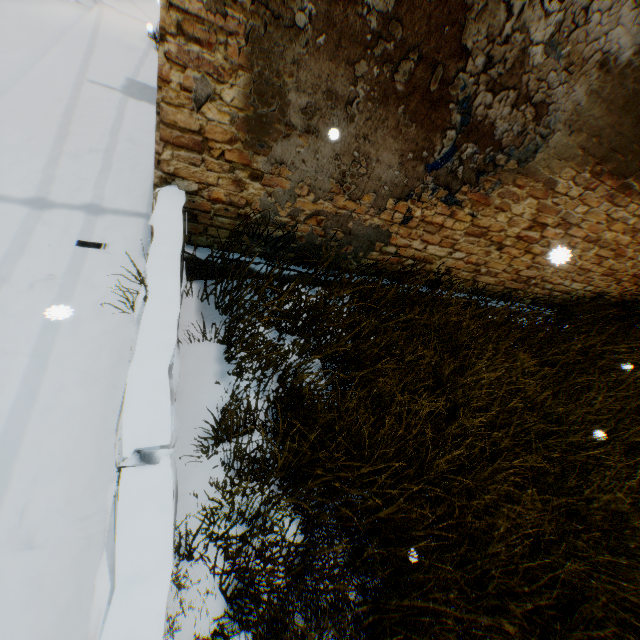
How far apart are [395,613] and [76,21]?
12.1m
